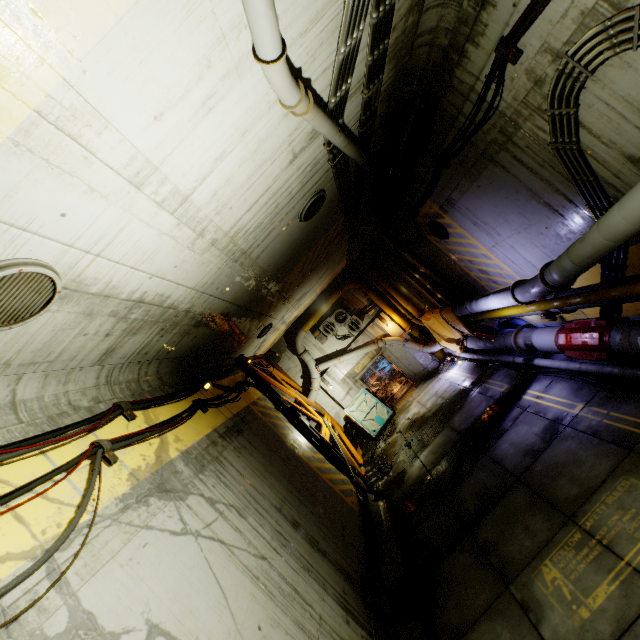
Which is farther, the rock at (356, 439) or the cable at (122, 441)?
the rock at (356, 439)

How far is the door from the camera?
16.0 meters

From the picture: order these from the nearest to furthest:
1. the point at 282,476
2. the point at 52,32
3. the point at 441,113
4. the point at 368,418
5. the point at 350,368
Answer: the point at 52,32, the point at 441,113, the point at 282,476, the point at 368,418, the point at 350,368

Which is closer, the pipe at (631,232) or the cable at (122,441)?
the cable at (122,441)

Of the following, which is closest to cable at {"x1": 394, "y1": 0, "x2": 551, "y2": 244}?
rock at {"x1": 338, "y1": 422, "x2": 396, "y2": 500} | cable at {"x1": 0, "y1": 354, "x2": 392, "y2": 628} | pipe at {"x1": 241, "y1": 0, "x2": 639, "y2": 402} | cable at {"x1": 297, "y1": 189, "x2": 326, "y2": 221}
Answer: pipe at {"x1": 241, "y1": 0, "x2": 639, "y2": 402}

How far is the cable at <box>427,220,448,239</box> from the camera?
Answer: 10.20m

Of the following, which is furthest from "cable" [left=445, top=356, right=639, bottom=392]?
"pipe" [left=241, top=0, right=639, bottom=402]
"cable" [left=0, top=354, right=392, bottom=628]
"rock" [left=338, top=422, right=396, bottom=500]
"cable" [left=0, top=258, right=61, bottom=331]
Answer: "cable" [left=0, top=258, right=61, bottom=331]

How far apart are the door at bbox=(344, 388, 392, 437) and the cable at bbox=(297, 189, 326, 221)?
11.4m
